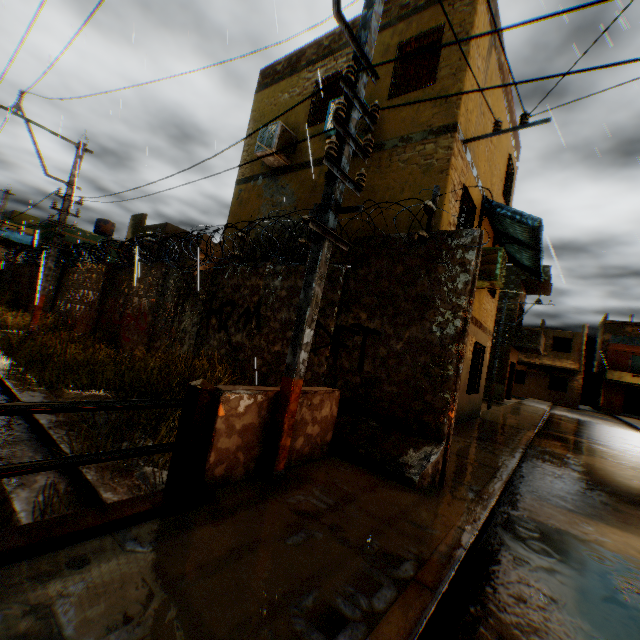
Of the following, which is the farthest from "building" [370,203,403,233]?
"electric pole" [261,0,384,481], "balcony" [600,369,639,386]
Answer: "balcony" [600,369,639,386]

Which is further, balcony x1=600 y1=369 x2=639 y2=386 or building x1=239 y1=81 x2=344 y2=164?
balcony x1=600 y1=369 x2=639 y2=386

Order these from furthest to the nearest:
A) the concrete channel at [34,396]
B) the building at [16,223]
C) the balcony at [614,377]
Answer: the balcony at [614,377] < the building at [16,223] < the concrete channel at [34,396]

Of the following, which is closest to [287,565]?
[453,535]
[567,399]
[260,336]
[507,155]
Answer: [453,535]

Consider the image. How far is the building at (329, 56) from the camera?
8.70m

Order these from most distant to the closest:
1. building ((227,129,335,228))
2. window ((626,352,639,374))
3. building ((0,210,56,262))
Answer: window ((626,352,639,374)) → building ((0,210,56,262)) → building ((227,129,335,228))

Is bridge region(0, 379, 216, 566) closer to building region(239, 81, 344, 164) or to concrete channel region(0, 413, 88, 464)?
concrete channel region(0, 413, 88, 464)

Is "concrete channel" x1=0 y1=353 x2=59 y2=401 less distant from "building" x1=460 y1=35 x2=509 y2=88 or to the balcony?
"building" x1=460 y1=35 x2=509 y2=88
